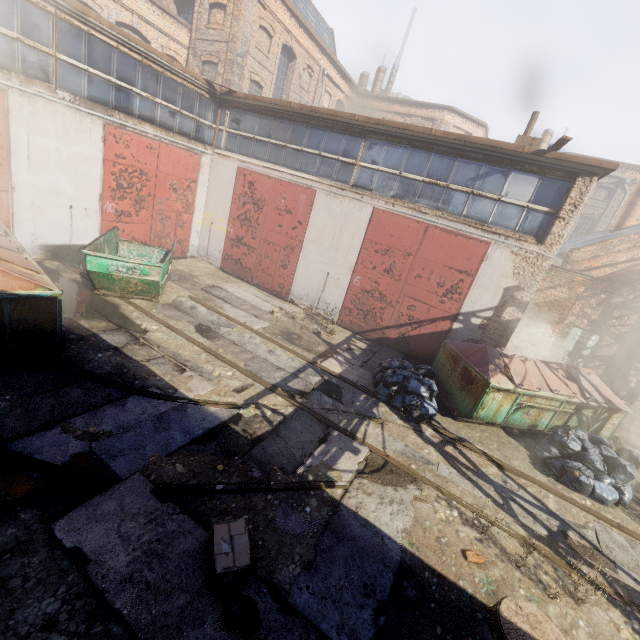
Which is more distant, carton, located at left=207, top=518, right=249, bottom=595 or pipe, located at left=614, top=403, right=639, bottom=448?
pipe, located at left=614, top=403, right=639, bottom=448

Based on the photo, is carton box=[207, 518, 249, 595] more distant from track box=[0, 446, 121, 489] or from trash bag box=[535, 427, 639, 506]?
trash bag box=[535, 427, 639, 506]

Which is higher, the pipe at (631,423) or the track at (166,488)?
the pipe at (631,423)

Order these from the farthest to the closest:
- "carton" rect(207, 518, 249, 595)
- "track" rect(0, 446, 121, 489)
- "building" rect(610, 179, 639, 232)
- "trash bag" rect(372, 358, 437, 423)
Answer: "building" rect(610, 179, 639, 232), "trash bag" rect(372, 358, 437, 423), "track" rect(0, 446, 121, 489), "carton" rect(207, 518, 249, 595)

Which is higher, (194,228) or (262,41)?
(262,41)

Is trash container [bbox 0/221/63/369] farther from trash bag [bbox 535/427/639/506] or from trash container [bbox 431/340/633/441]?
trash bag [bbox 535/427/639/506]

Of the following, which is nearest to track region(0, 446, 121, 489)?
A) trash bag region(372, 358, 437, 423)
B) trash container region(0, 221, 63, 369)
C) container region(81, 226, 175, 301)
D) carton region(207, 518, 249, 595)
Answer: trash container region(0, 221, 63, 369)

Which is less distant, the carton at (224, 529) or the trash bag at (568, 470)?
the carton at (224, 529)
